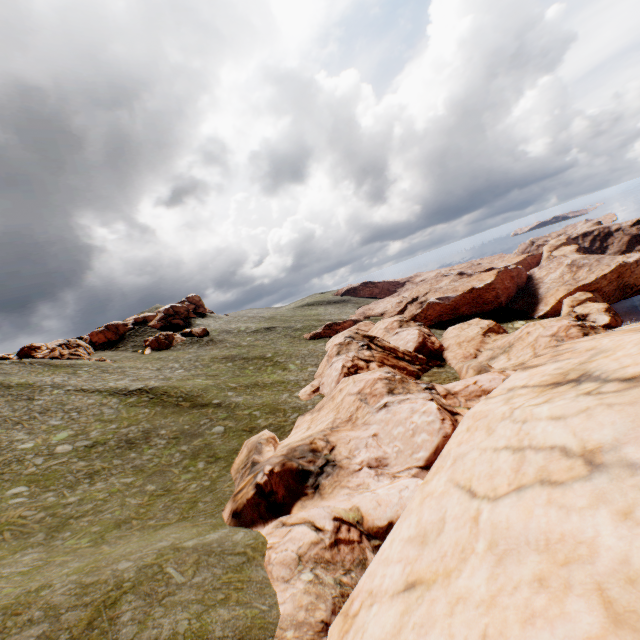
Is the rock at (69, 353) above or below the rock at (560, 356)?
above

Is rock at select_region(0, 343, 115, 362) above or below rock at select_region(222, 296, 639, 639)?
above

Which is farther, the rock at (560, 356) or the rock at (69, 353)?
the rock at (69, 353)

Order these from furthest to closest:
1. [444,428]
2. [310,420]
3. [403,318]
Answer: [403,318] < [310,420] < [444,428]

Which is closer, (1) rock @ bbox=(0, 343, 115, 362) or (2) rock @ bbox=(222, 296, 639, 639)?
(2) rock @ bbox=(222, 296, 639, 639)
